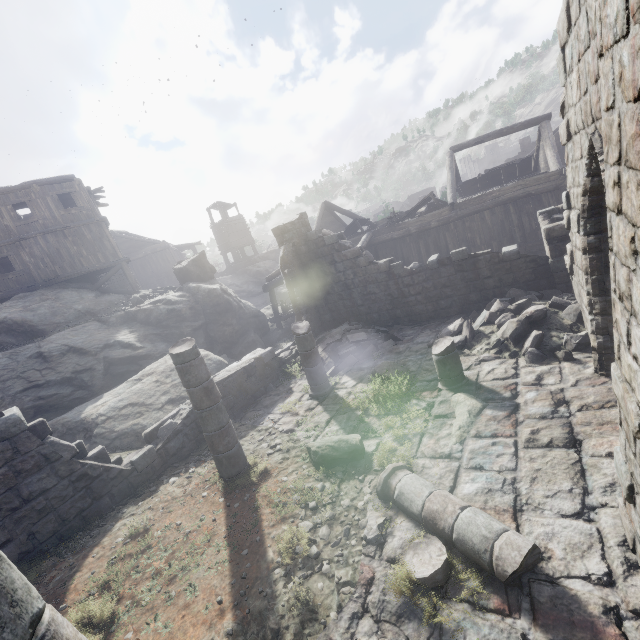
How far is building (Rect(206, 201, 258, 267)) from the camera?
42.7 meters

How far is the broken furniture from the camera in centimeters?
1777cm

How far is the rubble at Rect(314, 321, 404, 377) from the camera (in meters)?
11.03

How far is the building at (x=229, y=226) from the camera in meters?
42.7

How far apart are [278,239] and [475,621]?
13.5m

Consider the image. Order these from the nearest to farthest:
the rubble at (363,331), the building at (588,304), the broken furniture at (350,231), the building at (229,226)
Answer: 1. the building at (588,304)
2. the rubble at (363,331)
3. the broken furniture at (350,231)
4. the building at (229,226)

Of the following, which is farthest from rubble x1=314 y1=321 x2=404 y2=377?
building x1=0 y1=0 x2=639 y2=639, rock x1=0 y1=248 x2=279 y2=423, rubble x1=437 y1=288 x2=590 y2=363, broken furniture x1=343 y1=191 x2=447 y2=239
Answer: broken furniture x1=343 y1=191 x2=447 y2=239

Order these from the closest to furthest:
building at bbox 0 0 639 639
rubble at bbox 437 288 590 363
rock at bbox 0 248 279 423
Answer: building at bbox 0 0 639 639 → rubble at bbox 437 288 590 363 → rock at bbox 0 248 279 423
